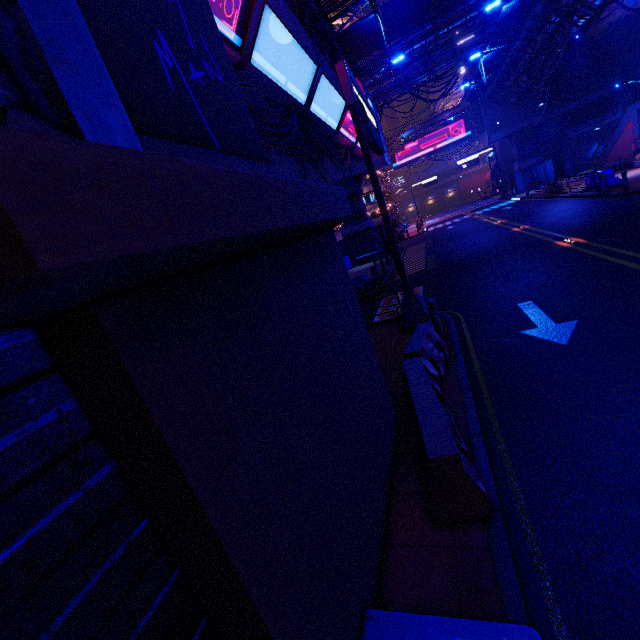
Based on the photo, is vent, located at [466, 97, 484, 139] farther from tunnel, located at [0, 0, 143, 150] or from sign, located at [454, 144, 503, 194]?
tunnel, located at [0, 0, 143, 150]

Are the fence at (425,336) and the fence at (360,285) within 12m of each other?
yes

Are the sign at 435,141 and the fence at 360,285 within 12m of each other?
no

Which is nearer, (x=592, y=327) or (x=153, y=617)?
(x=153, y=617)

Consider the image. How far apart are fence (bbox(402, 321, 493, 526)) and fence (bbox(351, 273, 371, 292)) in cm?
1113

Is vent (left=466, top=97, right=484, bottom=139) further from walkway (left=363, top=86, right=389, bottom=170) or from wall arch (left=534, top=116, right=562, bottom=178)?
walkway (left=363, top=86, right=389, bottom=170)

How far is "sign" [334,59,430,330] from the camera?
8.2m

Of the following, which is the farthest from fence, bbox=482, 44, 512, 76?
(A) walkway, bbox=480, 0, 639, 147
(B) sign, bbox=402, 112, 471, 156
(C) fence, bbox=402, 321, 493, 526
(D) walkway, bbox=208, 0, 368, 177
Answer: (C) fence, bbox=402, 321, 493, 526
